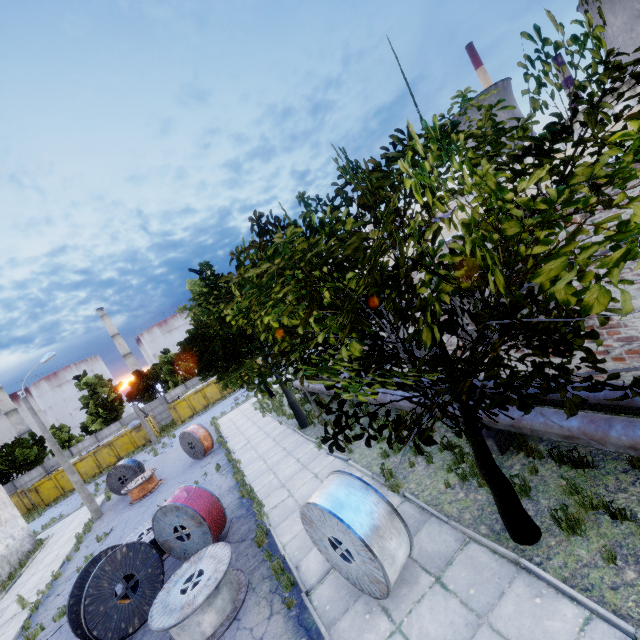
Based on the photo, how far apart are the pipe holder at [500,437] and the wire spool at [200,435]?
16.54m

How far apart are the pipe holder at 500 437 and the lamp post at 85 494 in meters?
22.5

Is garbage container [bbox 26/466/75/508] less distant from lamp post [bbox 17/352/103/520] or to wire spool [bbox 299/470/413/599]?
lamp post [bbox 17/352/103/520]

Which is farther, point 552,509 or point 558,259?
point 552,509

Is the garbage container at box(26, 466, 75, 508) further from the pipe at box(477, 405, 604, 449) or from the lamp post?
the pipe at box(477, 405, 604, 449)

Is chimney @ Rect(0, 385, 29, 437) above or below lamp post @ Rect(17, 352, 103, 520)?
above

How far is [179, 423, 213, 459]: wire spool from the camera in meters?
19.6

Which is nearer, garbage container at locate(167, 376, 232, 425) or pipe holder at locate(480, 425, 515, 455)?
pipe holder at locate(480, 425, 515, 455)
